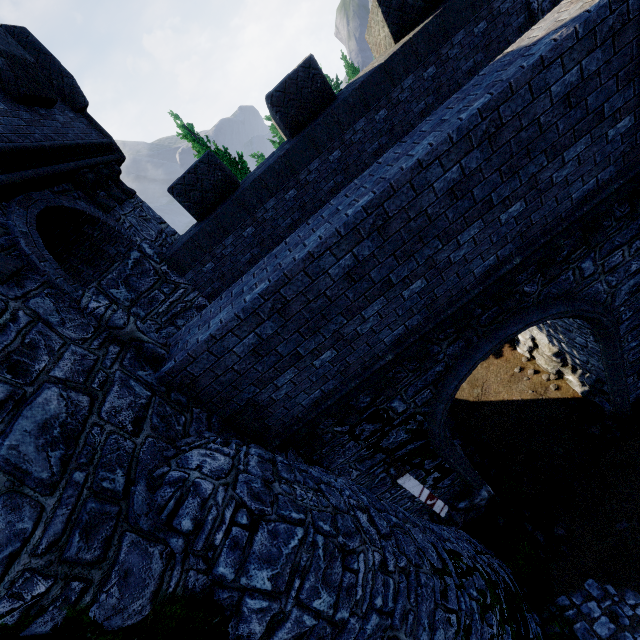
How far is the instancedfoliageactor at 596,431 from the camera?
10.1 meters

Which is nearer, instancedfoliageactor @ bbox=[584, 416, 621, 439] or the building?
the building

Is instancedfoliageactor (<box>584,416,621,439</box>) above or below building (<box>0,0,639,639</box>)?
below

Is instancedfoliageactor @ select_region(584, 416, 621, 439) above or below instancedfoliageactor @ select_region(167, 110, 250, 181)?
below

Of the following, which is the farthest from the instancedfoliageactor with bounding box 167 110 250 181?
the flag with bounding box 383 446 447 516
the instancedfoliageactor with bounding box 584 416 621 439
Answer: the instancedfoliageactor with bounding box 584 416 621 439

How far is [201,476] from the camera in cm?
382

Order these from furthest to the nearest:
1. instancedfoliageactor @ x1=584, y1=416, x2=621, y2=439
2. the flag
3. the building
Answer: instancedfoliageactor @ x1=584, y1=416, x2=621, y2=439, the flag, the building

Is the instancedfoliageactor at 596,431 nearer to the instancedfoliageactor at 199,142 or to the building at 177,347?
the building at 177,347
